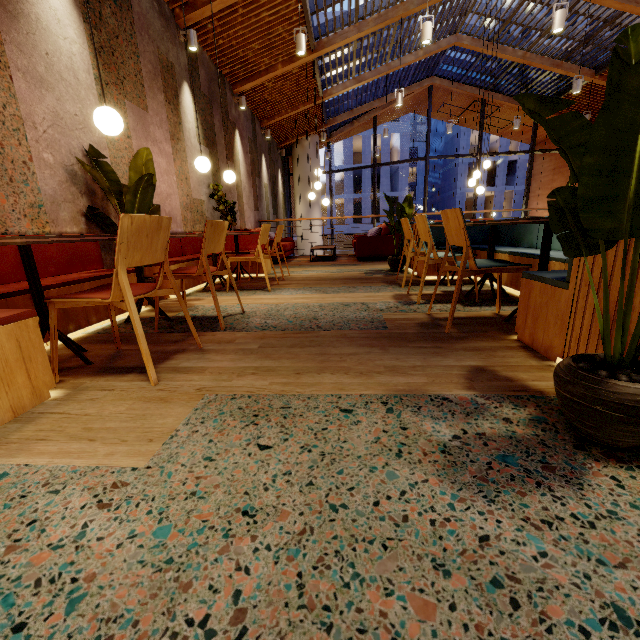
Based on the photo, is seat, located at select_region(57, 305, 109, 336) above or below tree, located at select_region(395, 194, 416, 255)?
below

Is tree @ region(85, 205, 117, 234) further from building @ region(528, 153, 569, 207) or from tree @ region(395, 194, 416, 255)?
tree @ region(395, 194, 416, 255)

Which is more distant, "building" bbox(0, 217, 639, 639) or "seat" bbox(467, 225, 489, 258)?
"seat" bbox(467, 225, 489, 258)

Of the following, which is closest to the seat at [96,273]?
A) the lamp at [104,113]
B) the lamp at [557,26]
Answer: the lamp at [104,113]

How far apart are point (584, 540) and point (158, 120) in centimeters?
600cm

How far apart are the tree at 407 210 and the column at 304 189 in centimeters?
895cm

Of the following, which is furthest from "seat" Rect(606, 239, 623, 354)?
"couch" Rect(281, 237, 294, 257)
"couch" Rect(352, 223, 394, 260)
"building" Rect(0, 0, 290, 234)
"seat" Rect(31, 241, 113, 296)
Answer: "couch" Rect(281, 237, 294, 257)

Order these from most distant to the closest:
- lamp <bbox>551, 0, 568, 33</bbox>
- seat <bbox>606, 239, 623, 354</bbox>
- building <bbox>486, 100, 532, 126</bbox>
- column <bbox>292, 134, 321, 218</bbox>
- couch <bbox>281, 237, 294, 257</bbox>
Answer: column <bbox>292, 134, 321, 218</bbox>
building <bbox>486, 100, 532, 126</bbox>
couch <bbox>281, 237, 294, 257</bbox>
lamp <bbox>551, 0, 568, 33</bbox>
seat <bbox>606, 239, 623, 354</bbox>
